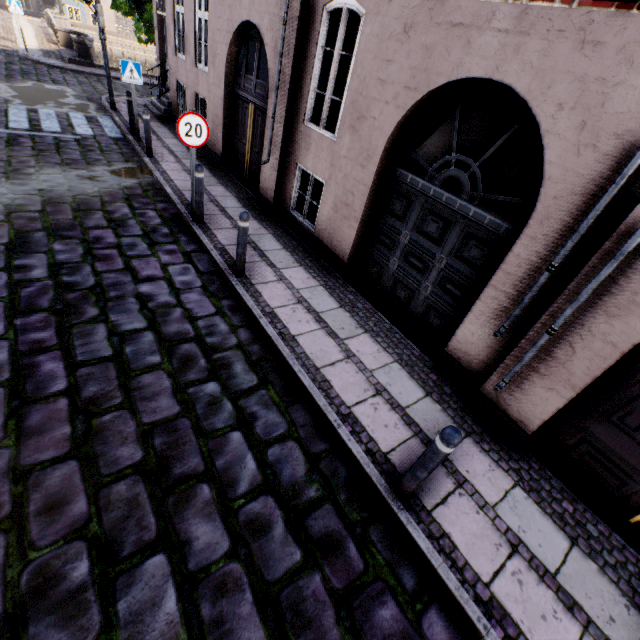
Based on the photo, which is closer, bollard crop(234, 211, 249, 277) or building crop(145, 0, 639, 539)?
building crop(145, 0, 639, 539)

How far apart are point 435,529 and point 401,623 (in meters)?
0.80

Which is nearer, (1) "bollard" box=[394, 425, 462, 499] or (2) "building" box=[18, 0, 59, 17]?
(1) "bollard" box=[394, 425, 462, 499]

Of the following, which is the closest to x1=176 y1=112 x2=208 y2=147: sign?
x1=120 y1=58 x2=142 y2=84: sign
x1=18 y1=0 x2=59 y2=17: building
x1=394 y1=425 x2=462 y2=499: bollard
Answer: x1=18 y1=0 x2=59 y2=17: building

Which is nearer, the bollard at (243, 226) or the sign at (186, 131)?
the bollard at (243, 226)

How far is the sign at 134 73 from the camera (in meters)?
8.38

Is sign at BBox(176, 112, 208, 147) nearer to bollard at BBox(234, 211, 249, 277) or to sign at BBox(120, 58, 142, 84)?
bollard at BBox(234, 211, 249, 277)

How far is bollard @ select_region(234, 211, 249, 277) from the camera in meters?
4.8
